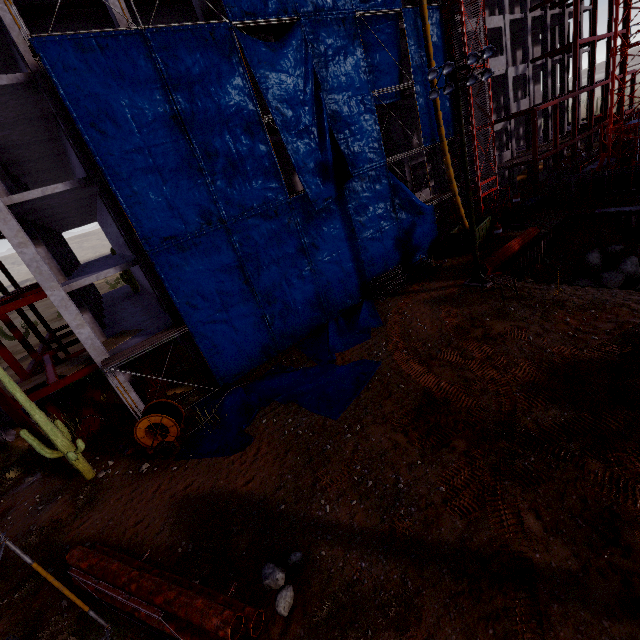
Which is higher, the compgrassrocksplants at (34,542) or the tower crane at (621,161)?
the tower crane at (621,161)

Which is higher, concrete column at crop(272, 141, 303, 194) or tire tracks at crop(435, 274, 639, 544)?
concrete column at crop(272, 141, 303, 194)

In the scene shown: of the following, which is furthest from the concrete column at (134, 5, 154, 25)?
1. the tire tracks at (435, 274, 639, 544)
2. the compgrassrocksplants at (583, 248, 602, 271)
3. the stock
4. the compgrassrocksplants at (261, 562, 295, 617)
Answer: the compgrassrocksplants at (583, 248, 602, 271)

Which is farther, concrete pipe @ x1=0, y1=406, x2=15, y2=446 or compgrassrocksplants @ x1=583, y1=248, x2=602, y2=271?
compgrassrocksplants @ x1=583, y1=248, x2=602, y2=271

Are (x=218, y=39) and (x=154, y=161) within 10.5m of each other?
yes

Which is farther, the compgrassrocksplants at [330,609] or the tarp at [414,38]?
the tarp at [414,38]

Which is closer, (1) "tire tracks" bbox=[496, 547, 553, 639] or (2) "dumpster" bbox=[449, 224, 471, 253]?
(1) "tire tracks" bbox=[496, 547, 553, 639]

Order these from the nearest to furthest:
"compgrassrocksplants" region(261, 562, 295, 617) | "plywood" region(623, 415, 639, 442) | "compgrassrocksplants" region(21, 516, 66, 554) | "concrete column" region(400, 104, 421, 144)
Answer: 1. "compgrassrocksplants" region(261, 562, 295, 617)
2. "plywood" region(623, 415, 639, 442)
3. "compgrassrocksplants" region(21, 516, 66, 554)
4. "concrete column" region(400, 104, 421, 144)
